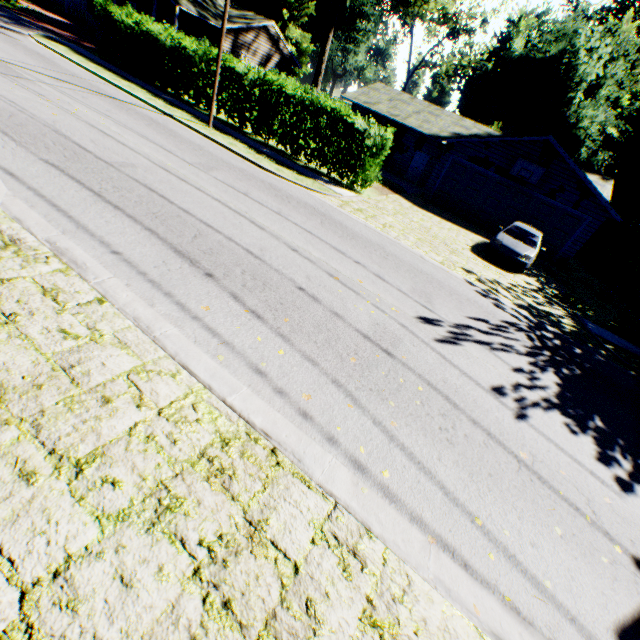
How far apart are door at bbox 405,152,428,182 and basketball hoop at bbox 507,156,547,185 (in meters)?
8.24

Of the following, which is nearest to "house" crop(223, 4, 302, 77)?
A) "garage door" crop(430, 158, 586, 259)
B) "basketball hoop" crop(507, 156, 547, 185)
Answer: "garage door" crop(430, 158, 586, 259)

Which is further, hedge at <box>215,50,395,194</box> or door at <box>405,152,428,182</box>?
door at <box>405,152,428,182</box>

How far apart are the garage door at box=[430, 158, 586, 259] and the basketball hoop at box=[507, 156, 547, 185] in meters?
0.5

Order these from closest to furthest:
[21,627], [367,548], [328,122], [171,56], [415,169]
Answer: [21,627], [367,548], [328,122], [171,56], [415,169]

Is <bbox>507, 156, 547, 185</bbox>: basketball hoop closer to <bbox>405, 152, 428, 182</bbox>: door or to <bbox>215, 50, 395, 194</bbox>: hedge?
<bbox>405, 152, 428, 182</bbox>: door

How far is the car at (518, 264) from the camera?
13.7m

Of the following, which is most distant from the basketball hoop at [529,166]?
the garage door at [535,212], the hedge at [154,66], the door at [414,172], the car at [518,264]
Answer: the hedge at [154,66]
